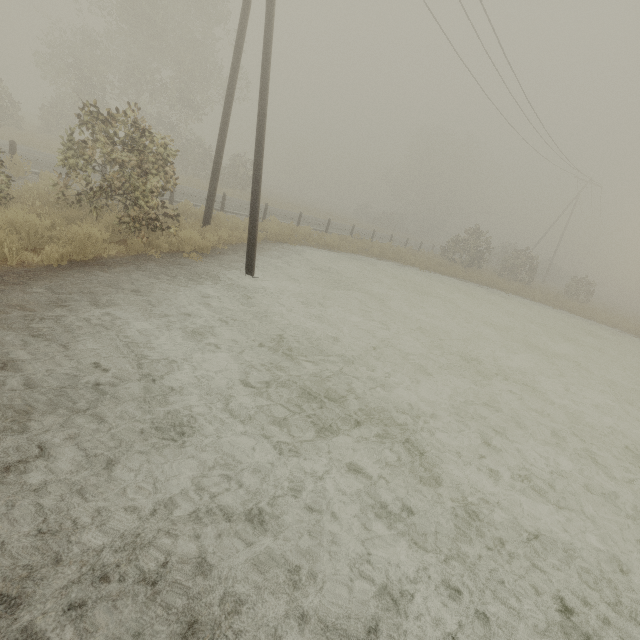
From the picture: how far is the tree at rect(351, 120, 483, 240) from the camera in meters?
50.7

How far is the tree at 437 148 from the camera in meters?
50.7

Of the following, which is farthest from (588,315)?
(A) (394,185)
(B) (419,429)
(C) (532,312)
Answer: (A) (394,185)
